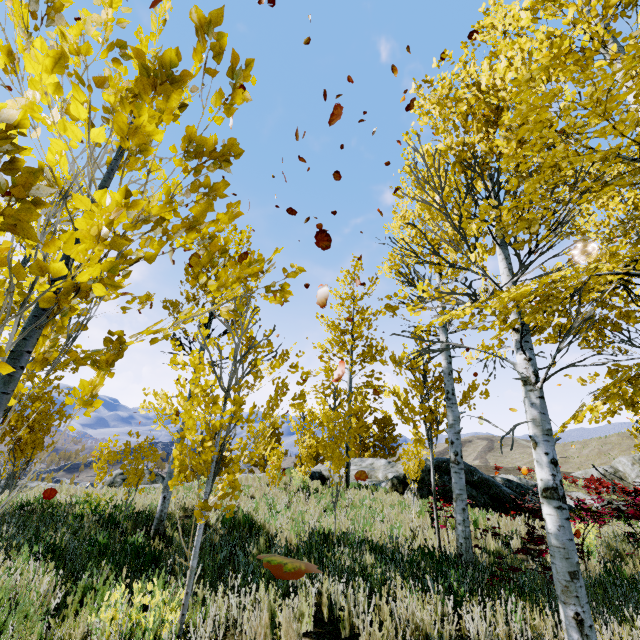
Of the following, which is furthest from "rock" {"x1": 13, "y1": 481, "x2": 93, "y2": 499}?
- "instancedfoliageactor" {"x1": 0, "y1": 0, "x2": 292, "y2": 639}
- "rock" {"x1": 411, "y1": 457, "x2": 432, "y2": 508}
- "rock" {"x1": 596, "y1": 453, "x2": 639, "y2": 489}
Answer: "rock" {"x1": 596, "y1": 453, "x2": 639, "y2": 489}

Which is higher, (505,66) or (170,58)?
(505,66)

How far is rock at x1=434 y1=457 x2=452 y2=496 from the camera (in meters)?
11.62

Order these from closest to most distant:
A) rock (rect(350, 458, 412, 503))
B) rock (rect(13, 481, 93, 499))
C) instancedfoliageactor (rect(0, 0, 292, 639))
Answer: instancedfoliageactor (rect(0, 0, 292, 639)) < rock (rect(13, 481, 93, 499)) < rock (rect(350, 458, 412, 503))

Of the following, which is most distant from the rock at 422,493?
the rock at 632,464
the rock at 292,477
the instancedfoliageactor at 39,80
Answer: the rock at 632,464

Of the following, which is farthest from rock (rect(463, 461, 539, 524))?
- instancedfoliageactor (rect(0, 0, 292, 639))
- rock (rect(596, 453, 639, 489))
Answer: rock (rect(596, 453, 639, 489))

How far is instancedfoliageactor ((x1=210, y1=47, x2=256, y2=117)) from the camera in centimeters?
118cm

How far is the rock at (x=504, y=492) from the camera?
9.9 meters
